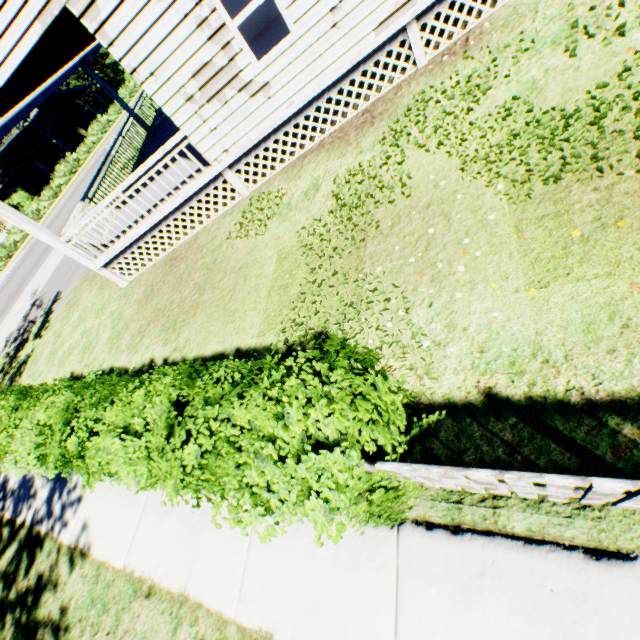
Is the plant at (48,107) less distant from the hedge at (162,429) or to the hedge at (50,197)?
the hedge at (50,197)

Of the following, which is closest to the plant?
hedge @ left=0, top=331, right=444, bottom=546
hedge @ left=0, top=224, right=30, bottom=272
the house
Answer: the house

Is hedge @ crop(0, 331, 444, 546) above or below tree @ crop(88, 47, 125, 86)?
below

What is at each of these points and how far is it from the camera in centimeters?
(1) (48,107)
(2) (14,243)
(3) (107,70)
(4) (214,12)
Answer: (1) plant, 3628cm
(2) hedge, 2783cm
(3) tree, 5309cm
(4) house, 583cm

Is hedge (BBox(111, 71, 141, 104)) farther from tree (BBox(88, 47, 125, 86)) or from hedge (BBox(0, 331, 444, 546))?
hedge (BBox(0, 331, 444, 546))

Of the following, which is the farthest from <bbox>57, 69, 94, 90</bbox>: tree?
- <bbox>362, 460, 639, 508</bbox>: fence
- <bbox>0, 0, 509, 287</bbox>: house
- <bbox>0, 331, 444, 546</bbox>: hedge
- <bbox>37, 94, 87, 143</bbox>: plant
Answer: <bbox>0, 331, 444, 546</bbox>: hedge

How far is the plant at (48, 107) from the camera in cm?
3622

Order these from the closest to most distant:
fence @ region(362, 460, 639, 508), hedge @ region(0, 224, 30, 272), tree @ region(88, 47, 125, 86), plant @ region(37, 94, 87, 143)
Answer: fence @ region(362, 460, 639, 508)
hedge @ region(0, 224, 30, 272)
plant @ region(37, 94, 87, 143)
tree @ region(88, 47, 125, 86)
